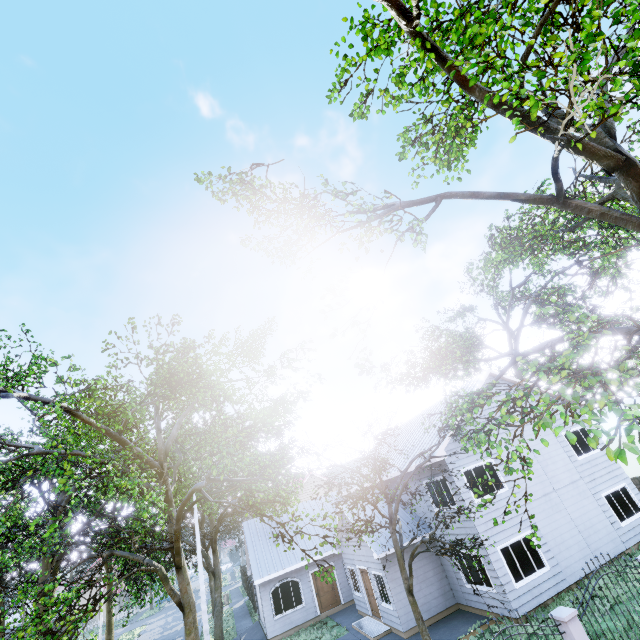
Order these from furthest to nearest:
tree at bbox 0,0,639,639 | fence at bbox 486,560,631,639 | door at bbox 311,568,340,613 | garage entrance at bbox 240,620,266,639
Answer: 1. door at bbox 311,568,340,613
2. garage entrance at bbox 240,620,266,639
3. fence at bbox 486,560,631,639
4. tree at bbox 0,0,639,639

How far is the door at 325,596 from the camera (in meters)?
20.11

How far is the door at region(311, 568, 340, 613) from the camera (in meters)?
20.11

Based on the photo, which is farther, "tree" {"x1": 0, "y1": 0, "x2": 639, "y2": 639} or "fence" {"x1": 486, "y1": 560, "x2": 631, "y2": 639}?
"fence" {"x1": 486, "y1": 560, "x2": 631, "y2": 639}

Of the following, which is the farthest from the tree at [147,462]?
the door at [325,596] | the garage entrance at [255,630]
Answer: the door at [325,596]

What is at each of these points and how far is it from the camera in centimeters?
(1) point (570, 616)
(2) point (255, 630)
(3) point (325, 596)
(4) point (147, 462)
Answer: (1) fence, 698cm
(2) garage entrance, 2127cm
(3) door, 2038cm
(4) tree, 1074cm

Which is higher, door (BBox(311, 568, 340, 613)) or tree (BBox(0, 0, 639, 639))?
tree (BBox(0, 0, 639, 639))

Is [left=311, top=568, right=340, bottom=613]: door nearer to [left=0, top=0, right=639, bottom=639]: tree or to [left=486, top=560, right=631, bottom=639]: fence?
[left=0, top=0, right=639, bottom=639]: tree
